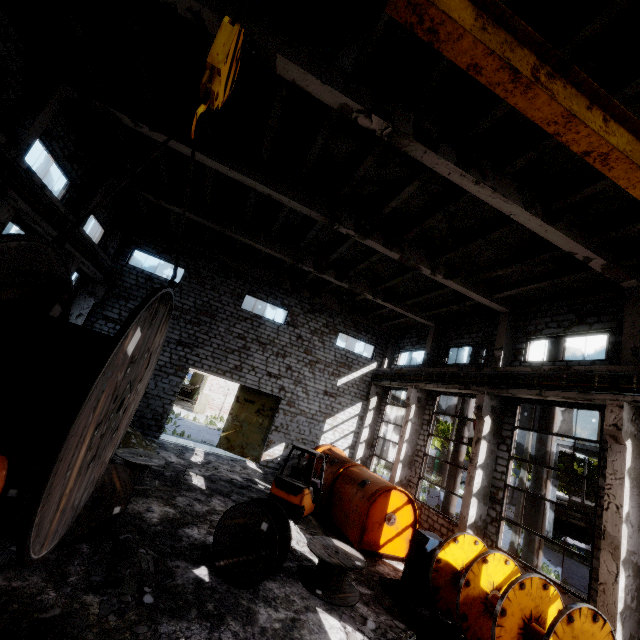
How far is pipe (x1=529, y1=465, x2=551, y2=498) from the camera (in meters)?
11.23

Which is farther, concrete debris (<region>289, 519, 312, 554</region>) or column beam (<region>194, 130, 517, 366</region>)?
column beam (<region>194, 130, 517, 366</region>)

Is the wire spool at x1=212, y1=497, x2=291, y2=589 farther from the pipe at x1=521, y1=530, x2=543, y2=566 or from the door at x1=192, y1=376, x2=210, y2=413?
the door at x1=192, y1=376, x2=210, y2=413

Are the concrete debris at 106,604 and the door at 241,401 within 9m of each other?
no

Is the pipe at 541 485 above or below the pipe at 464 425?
below

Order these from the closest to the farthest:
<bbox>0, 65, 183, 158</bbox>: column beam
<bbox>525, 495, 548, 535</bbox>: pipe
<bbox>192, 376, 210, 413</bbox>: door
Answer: <bbox>0, 65, 183, 158</bbox>: column beam → <bbox>525, 495, 548, 535</bbox>: pipe → <bbox>192, 376, 210, 413</bbox>: door

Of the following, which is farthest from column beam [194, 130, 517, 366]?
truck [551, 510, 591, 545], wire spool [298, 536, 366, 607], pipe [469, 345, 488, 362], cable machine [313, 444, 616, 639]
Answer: truck [551, 510, 591, 545]

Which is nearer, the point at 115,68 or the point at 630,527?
the point at 630,527
